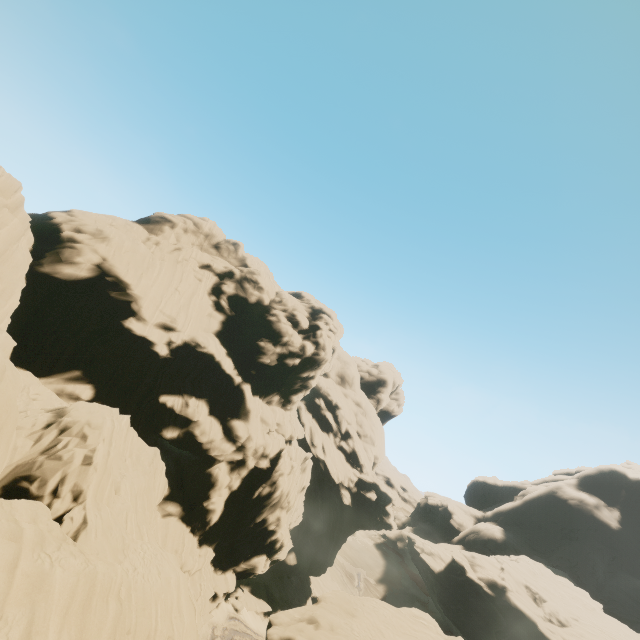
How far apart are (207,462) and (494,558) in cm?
5524
